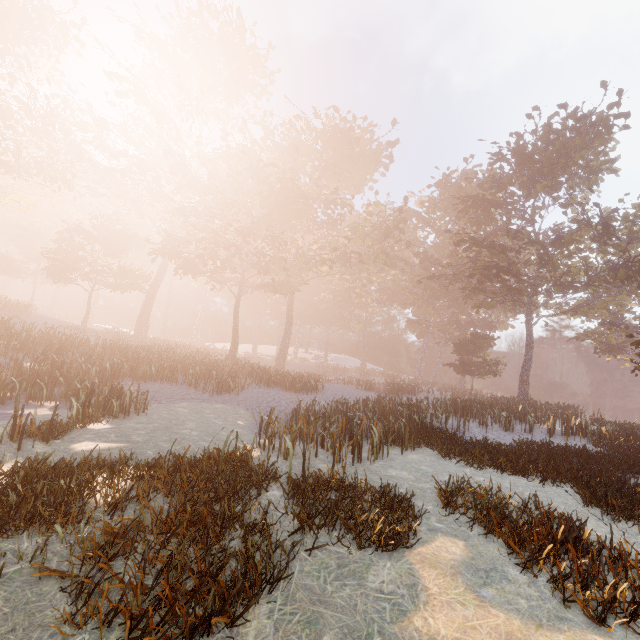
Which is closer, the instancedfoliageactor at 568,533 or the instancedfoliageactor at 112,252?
the instancedfoliageactor at 568,533

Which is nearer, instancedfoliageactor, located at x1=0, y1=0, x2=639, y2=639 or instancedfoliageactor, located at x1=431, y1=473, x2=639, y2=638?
instancedfoliageactor, located at x1=431, y1=473, x2=639, y2=638

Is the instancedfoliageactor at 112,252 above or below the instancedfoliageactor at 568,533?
above

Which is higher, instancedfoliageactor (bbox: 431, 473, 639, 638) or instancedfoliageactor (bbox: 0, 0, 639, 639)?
instancedfoliageactor (bbox: 0, 0, 639, 639)

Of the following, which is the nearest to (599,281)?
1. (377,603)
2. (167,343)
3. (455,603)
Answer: (455,603)
